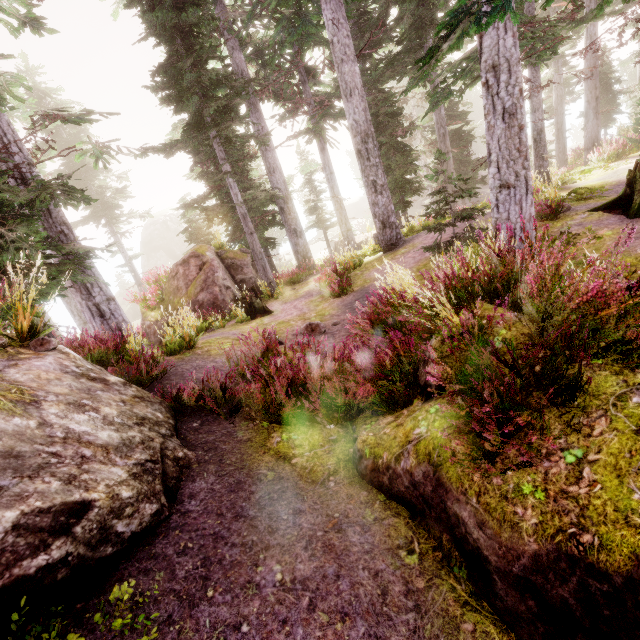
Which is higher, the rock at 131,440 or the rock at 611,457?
the rock at 131,440

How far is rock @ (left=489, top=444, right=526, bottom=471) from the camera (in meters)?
2.71

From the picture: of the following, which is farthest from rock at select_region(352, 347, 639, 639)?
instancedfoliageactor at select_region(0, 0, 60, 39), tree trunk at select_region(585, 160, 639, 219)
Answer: tree trunk at select_region(585, 160, 639, 219)

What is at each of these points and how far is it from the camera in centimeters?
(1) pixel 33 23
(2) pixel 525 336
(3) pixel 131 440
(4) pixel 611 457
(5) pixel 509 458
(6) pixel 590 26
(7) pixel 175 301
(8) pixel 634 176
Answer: (1) instancedfoliageactor, 878cm
(2) rock, 336cm
(3) rock, 377cm
(4) rock, 231cm
(5) rock, 276cm
(6) instancedfoliageactor, 1505cm
(7) rock, 1502cm
(8) tree trunk, 741cm

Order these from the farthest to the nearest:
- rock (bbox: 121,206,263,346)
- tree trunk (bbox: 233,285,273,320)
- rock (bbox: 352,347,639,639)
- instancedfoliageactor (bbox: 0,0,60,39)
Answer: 1. rock (bbox: 121,206,263,346)
2. tree trunk (bbox: 233,285,273,320)
3. instancedfoliageactor (bbox: 0,0,60,39)
4. rock (bbox: 352,347,639,639)

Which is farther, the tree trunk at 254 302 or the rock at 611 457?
the tree trunk at 254 302
